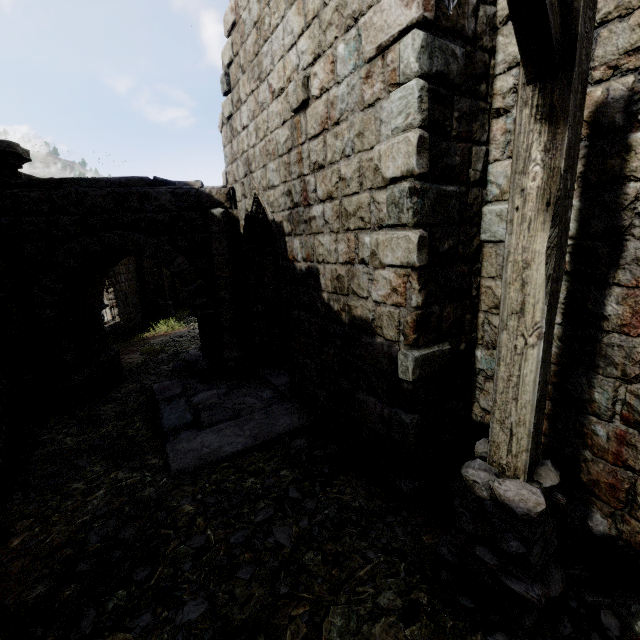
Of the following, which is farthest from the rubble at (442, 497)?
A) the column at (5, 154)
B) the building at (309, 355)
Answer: the column at (5, 154)

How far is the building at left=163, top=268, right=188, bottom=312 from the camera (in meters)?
22.83

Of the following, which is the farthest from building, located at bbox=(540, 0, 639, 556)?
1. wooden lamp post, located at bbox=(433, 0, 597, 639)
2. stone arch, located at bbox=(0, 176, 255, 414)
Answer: wooden lamp post, located at bbox=(433, 0, 597, 639)

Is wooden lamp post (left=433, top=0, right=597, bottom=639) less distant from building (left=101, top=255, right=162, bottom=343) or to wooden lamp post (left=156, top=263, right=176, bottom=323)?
building (left=101, top=255, right=162, bottom=343)

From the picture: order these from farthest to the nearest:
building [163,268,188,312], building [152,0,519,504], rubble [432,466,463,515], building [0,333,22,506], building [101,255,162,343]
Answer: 1. building [163,268,188,312]
2. building [101,255,162,343]
3. building [0,333,22,506]
4. rubble [432,466,463,515]
5. building [152,0,519,504]

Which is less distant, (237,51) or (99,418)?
(237,51)

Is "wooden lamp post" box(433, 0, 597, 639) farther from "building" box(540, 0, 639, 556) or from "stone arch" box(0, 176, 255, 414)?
"stone arch" box(0, 176, 255, 414)

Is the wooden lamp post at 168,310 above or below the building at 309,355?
below
